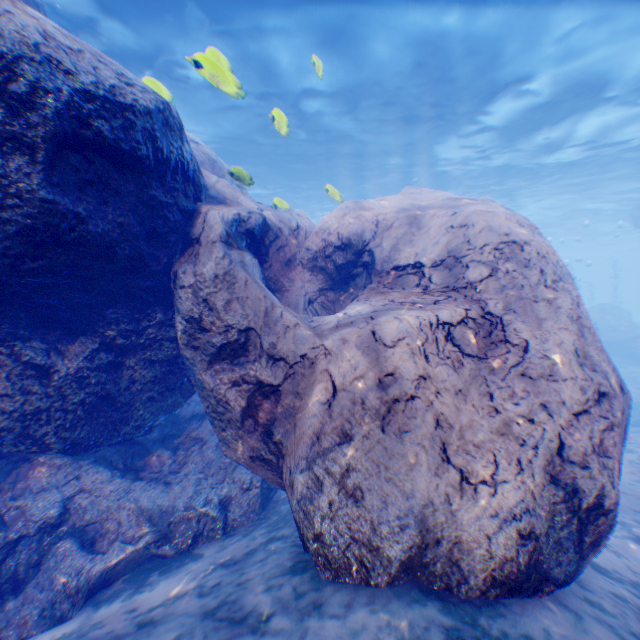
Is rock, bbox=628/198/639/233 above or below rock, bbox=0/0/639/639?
above

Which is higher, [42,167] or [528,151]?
[528,151]

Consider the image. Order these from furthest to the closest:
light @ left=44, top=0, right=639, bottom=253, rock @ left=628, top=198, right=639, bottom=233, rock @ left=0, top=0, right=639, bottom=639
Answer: rock @ left=628, top=198, right=639, bottom=233, light @ left=44, top=0, right=639, bottom=253, rock @ left=0, top=0, right=639, bottom=639

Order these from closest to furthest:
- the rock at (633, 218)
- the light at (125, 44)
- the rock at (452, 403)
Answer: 1. the rock at (452, 403)
2. the light at (125, 44)
3. the rock at (633, 218)

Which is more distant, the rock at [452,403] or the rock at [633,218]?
the rock at [633,218]

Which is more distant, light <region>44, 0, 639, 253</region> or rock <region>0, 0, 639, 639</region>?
light <region>44, 0, 639, 253</region>

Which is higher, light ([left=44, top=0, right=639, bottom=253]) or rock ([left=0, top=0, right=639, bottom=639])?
light ([left=44, top=0, right=639, bottom=253])
